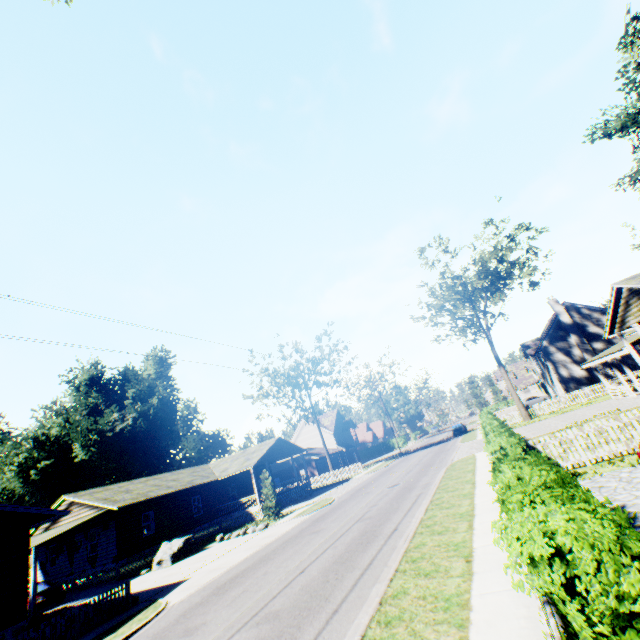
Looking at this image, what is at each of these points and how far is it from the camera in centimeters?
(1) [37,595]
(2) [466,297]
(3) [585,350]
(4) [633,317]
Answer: (1) car, 2009cm
(2) tree, 3466cm
(3) chimney, 3881cm
(4) flat, 1861cm

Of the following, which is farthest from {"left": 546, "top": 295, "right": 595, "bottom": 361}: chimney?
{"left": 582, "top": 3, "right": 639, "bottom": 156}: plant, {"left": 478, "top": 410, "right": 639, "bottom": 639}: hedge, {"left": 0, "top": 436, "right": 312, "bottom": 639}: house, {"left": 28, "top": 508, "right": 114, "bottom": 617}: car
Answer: {"left": 28, "top": 508, "right": 114, "bottom": 617}: car

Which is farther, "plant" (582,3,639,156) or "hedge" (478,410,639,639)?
"plant" (582,3,639,156)

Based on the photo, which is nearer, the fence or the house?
the fence

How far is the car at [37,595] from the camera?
18.6 meters

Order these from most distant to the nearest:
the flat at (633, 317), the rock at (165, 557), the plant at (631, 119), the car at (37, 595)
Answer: the plant at (631, 119)
the rock at (165, 557)
the car at (37, 595)
the flat at (633, 317)

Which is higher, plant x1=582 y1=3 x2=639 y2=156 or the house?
plant x1=582 y1=3 x2=639 y2=156

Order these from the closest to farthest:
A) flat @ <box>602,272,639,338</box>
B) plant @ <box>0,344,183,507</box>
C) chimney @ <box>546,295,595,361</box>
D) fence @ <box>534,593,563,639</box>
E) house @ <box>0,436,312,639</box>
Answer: Result: fence @ <box>534,593,563,639</box> < house @ <box>0,436,312,639</box> < flat @ <box>602,272,639,338</box> < chimney @ <box>546,295,595,361</box> < plant @ <box>0,344,183,507</box>
